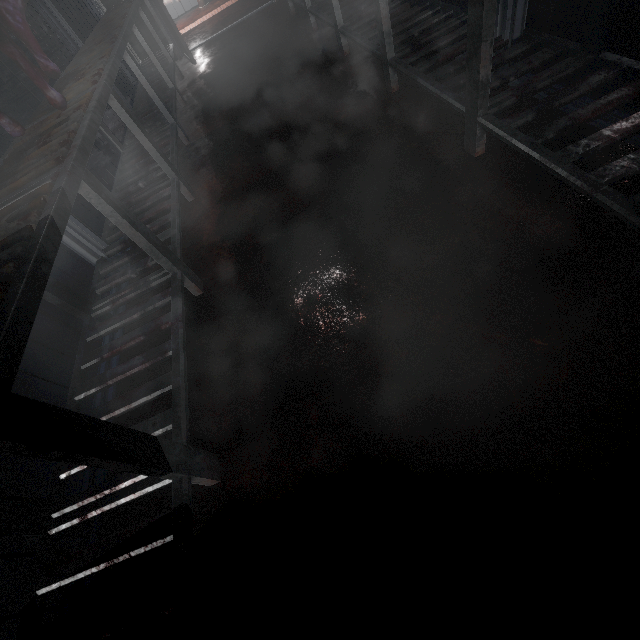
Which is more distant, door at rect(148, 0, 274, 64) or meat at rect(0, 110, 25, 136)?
door at rect(148, 0, 274, 64)

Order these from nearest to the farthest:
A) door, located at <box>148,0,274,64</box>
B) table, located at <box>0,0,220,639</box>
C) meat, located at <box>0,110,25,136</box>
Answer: table, located at <box>0,0,220,639</box>
meat, located at <box>0,110,25,136</box>
door, located at <box>148,0,274,64</box>

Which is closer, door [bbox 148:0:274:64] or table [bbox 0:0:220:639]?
table [bbox 0:0:220:639]

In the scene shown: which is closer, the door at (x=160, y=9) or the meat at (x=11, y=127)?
the meat at (x=11, y=127)

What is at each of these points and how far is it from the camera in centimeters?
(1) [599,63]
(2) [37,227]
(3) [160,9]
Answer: (1) table, 140cm
(2) table, 96cm
(3) door, 408cm

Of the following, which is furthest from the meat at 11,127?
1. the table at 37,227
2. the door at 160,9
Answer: the door at 160,9

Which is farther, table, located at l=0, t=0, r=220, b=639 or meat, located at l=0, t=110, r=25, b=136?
meat, located at l=0, t=110, r=25, b=136

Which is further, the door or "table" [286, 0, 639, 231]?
the door
